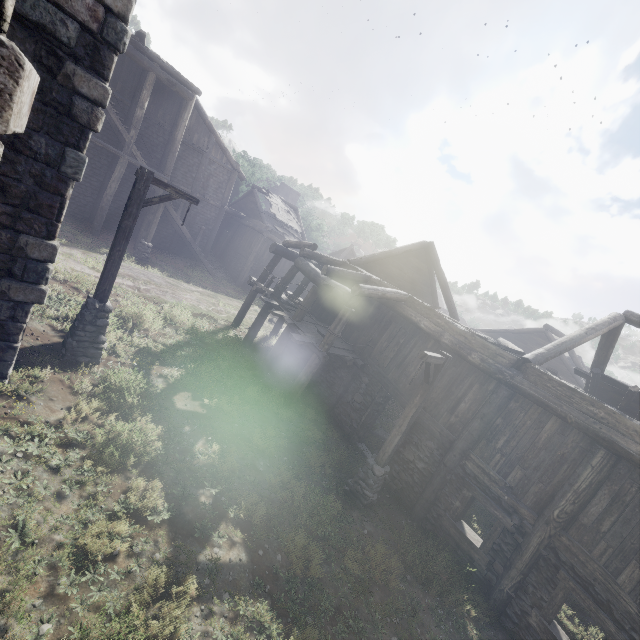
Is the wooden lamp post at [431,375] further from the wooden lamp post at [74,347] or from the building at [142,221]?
the wooden lamp post at [74,347]

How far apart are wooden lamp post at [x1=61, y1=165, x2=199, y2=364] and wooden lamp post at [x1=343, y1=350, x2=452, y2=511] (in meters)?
5.97

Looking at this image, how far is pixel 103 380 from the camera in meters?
8.2 m

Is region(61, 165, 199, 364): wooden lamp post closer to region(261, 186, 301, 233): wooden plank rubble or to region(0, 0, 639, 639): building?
region(0, 0, 639, 639): building

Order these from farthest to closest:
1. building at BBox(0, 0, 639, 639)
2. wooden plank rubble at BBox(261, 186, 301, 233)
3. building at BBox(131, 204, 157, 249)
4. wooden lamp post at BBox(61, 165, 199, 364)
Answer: wooden plank rubble at BBox(261, 186, 301, 233), building at BBox(131, 204, 157, 249), wooden lamp post at BBox(61, 165, 199, 364), building at BBox(0, 0, 639, 639)

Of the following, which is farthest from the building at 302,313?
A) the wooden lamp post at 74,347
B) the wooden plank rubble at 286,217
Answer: the wooden lamp post at 74,347

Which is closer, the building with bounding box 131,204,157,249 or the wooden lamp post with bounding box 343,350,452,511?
the wooden lamp post with bounding box 343,350,452,511

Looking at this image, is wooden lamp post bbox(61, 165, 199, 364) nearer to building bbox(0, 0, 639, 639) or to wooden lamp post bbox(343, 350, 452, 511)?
building bbox(0, 0, 639, 639)
